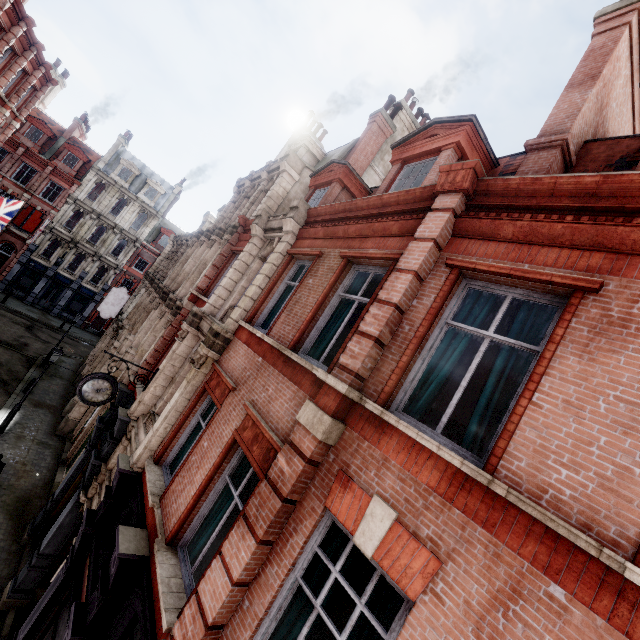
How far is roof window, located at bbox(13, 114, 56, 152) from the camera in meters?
32.8

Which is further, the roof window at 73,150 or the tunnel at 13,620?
the roof window at 73,150

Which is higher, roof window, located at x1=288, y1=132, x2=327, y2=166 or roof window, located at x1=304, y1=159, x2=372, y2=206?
roof window, located at x1=288, y1=132, x2=327, y2=166

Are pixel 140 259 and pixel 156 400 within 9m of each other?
no

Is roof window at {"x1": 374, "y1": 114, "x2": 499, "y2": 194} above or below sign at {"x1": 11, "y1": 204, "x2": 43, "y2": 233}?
above

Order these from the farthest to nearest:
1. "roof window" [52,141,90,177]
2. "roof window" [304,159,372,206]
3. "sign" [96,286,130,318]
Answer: "roof window" [52,141,90,177] → "sign" [96,286,130,318] → "roof window" [304,159,372,206]

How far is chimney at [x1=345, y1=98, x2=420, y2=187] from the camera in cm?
1527

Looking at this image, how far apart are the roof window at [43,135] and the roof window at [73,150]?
0.9m
